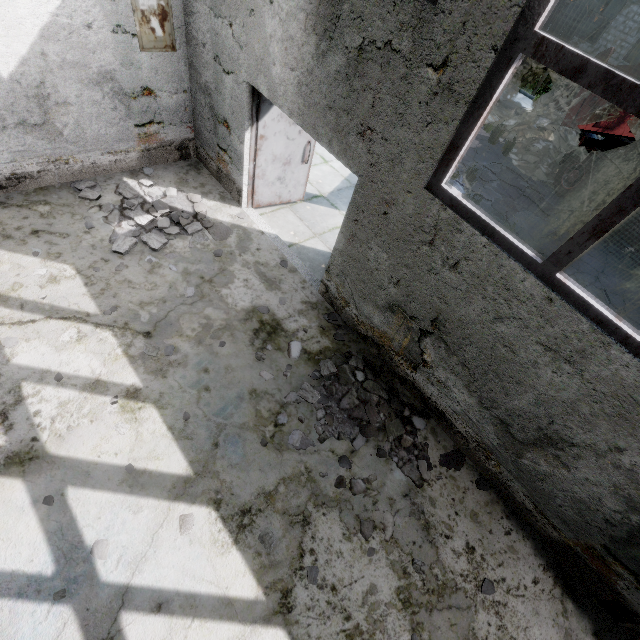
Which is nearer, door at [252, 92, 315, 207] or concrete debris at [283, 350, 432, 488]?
concrete debris at [283, 350, 432, 488]

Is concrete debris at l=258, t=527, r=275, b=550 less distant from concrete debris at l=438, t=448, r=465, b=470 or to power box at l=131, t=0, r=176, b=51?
concrete debris at l=438, t=448, r=465, b=470

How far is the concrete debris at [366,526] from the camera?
3.71m

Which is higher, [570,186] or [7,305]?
[570,186]

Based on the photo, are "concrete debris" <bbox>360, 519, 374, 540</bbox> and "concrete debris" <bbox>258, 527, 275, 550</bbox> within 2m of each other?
yes

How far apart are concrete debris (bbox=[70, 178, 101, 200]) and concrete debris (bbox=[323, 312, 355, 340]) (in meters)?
2.24

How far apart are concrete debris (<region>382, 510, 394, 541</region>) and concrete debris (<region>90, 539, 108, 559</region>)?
2.0m
